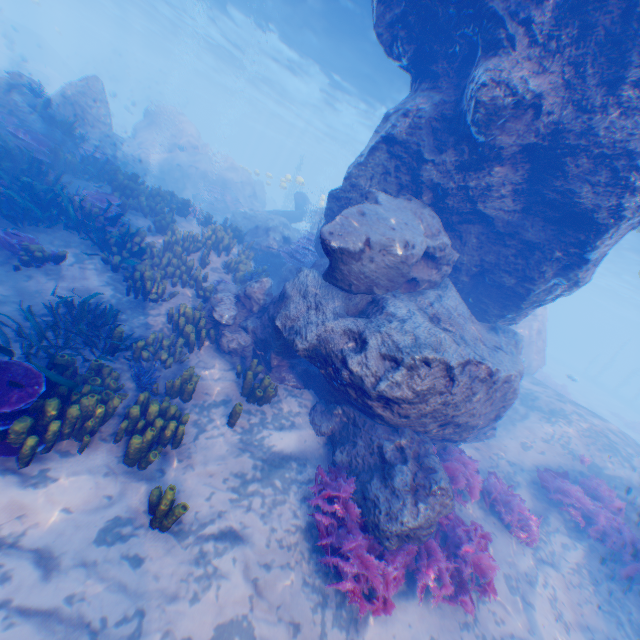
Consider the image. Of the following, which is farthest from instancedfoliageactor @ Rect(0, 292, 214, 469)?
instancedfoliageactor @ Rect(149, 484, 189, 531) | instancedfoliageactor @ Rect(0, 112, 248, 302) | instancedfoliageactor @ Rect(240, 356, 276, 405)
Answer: instancedfoliageactor @ Rect(240, 356, 276, 405)

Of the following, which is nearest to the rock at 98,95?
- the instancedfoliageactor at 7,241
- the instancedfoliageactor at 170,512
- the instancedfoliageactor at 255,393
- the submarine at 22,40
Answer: the submarine at 22,40

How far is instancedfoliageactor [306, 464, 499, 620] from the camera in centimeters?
474cm

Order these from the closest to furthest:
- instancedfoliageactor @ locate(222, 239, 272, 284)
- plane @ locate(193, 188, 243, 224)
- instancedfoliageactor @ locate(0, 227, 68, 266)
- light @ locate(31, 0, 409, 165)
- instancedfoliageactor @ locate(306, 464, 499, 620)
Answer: instancedfoliageactor @ locate(306, 464, 499, 620)
instancedfoliageactor @ locate(0, 227, 68, 266)
instancedfoliageactor @ locate(222, 239, 272, 284)
light @ locate(31, 0, 409, 165)
plane @ locate(193, 188, 243, 224)

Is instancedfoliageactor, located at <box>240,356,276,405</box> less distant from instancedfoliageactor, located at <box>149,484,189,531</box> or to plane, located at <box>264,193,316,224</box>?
instancedfoliageactor, located at <box>149,484,189,531</box>

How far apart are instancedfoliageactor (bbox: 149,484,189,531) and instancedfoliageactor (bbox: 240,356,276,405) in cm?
262

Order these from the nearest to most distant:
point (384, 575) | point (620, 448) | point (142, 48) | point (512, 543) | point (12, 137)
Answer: point (384, 575), point (512, 543), point (12, 137), point (620, 448), point (142, 48)

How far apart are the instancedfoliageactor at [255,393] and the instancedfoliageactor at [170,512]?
2.6 meters
